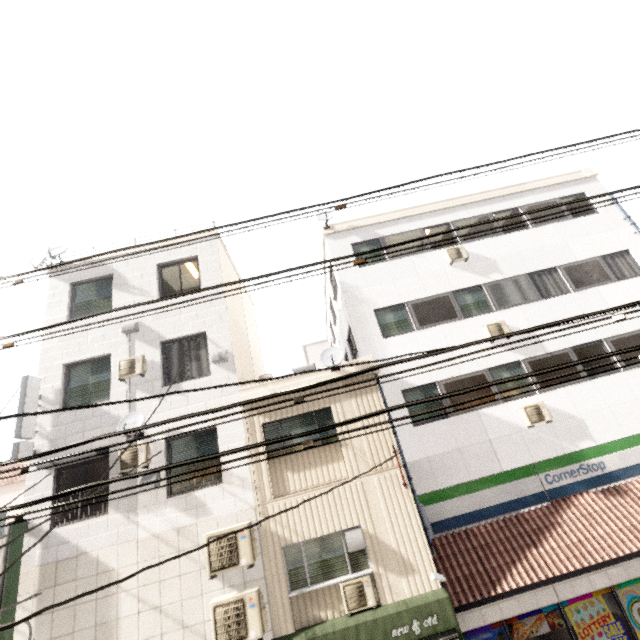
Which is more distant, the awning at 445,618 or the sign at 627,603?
the sign at 627,603

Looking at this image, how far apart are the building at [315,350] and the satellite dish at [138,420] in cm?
1777

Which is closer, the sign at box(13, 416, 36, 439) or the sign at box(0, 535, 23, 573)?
the sign at box(0, 535, 23, 573)

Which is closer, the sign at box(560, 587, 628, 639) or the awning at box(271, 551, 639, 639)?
the awning at box(271, 551, 639, 639)

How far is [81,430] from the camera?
9.16m

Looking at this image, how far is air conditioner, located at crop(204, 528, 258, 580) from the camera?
7.5 meters

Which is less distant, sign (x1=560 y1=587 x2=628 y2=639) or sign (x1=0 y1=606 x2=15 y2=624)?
sign (x1=0 y1=606 x2=15 y2=624)

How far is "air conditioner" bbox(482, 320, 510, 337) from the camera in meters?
10.8 m
